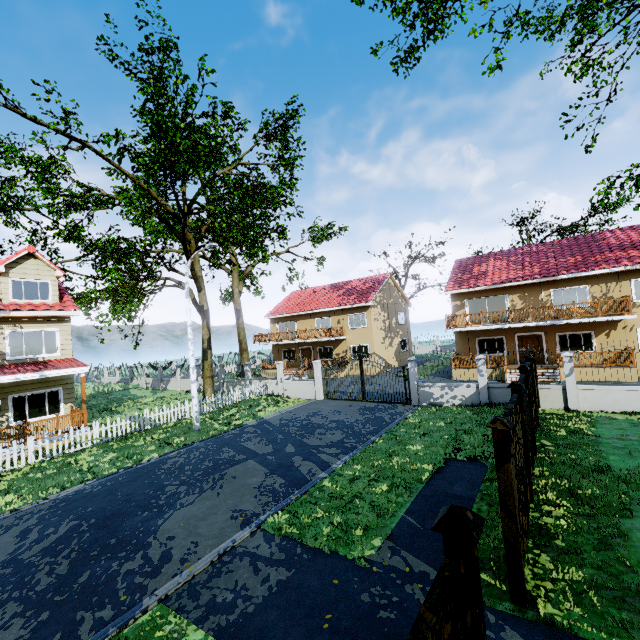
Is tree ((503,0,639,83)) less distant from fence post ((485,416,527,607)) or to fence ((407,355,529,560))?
fence ((407,355,529,560))

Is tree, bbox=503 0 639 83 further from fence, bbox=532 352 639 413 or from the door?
the door

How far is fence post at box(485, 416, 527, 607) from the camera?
4.52m

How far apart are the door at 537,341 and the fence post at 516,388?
18.50m

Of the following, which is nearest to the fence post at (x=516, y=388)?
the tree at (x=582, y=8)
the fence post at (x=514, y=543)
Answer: the fence post at (x=514, y=543)

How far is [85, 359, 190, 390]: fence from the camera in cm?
3011

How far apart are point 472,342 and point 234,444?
19.6m

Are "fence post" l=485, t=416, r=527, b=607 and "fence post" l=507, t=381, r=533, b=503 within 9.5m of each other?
yes
